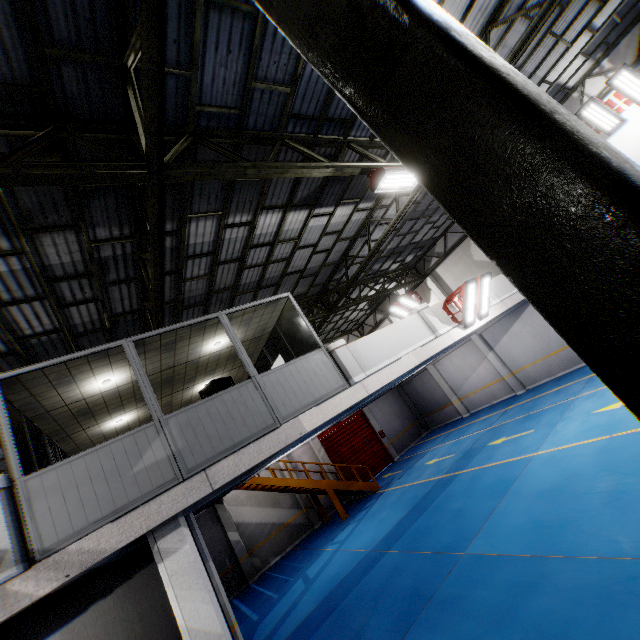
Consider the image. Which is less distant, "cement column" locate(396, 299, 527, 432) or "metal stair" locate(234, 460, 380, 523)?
"metal stair" locate(234, 460, 380, 523)

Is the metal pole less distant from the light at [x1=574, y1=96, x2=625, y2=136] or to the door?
the light at [x1=574, y1=96, x2=625, y2=136]

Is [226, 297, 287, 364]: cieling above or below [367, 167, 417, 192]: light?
below

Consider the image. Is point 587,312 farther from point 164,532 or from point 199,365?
point 199,365

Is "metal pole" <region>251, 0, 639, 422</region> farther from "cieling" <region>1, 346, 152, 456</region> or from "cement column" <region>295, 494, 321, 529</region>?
"cement column" <region>295, 494, 321, 529</region>

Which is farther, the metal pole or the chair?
the chair

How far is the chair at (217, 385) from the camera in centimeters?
679cm

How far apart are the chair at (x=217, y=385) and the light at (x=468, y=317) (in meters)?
7.47
